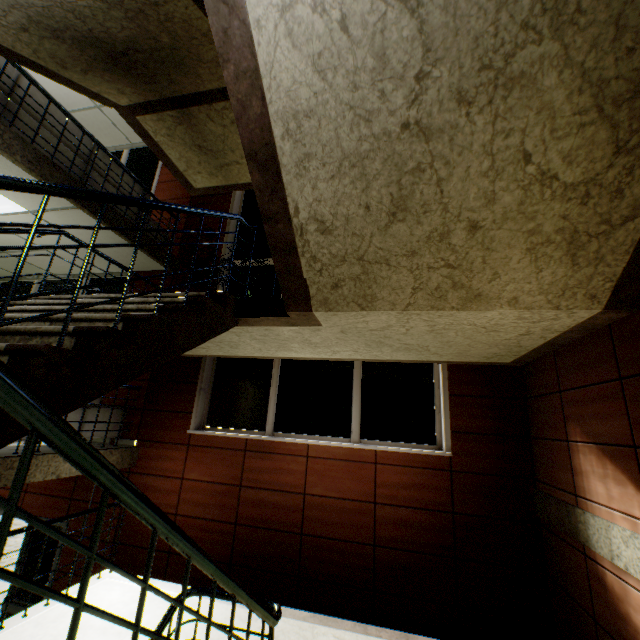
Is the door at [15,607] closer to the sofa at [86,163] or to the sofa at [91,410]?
the sofa at [91,410]

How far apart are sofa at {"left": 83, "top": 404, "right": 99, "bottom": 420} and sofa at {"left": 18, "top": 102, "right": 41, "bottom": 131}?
2.4m

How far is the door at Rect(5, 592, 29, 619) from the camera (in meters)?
5.12

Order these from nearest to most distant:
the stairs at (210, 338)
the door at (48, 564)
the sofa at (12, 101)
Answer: the stairs at (210, 338) → the sofa at (12, 101) → the door at (48, 564)

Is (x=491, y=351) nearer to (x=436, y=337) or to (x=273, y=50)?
(x=436, y=337)

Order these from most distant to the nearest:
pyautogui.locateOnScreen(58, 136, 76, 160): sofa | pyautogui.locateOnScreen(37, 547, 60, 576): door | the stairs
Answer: pyautogui.locateOnScreen(37, 547, 60, 576): door < pyautogui.locateOnScreen(58, 136, 76, 160): sofa < the stairs

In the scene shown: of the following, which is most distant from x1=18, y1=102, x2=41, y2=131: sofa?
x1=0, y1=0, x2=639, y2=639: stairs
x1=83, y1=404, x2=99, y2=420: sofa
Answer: x1=83, y1=404, x2=99, y2=420: sofa
